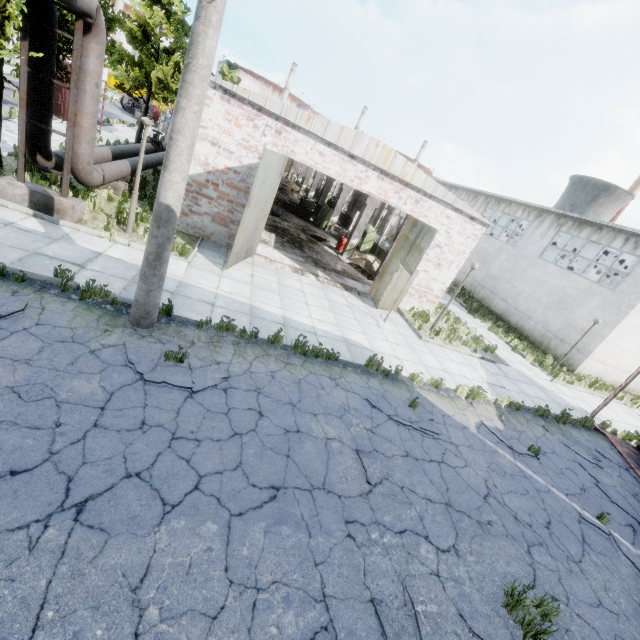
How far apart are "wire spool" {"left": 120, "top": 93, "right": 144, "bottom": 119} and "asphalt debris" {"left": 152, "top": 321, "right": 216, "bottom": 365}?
44.8m

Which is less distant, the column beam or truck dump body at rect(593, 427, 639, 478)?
truck dump body at rect(593, 427, 639, 478)

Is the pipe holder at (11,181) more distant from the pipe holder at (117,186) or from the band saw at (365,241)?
the band saw at (365,241)

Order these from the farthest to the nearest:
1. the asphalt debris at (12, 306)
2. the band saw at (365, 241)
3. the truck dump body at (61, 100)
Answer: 1. the band saw at (365, 241)
2. the truck dump body at (61, 100)
3. the asphalt debris at (12, 306)

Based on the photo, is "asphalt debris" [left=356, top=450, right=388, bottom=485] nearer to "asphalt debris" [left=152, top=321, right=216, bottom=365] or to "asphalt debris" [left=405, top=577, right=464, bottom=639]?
"asphalt debris" [left=405, top=577, right=464, bottom=639]

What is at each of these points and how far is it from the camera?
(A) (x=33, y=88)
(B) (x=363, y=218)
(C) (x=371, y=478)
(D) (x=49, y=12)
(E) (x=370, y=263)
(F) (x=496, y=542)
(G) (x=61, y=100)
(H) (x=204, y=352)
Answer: (A) pipe, 8.00m
(B) column beam, 18.61m
(C) asphalt debris, 5.60m
(D) pipe, 7.45m
(E) concrete debris, 19.61m
(F) asphalt debris, 5.54m
(G) truck dump body, 19.56m
(H) asphalt debris, 6.60m

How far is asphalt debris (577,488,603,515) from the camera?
7.6 meters

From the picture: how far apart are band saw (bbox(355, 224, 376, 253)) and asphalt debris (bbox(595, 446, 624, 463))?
16.3m
